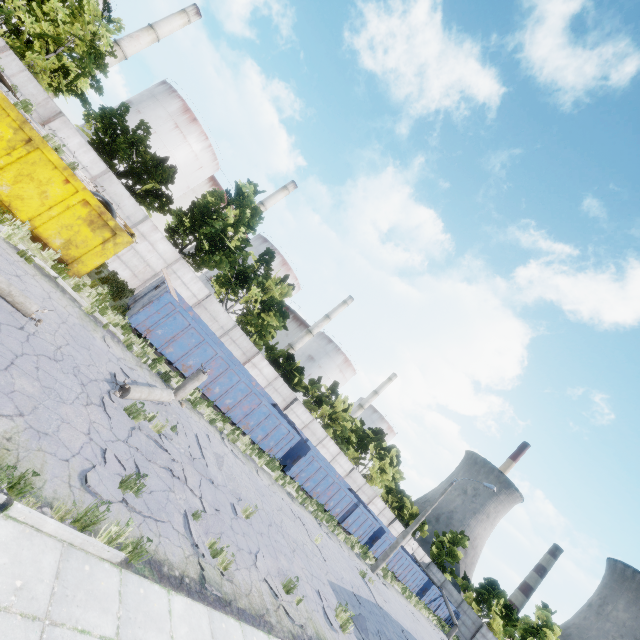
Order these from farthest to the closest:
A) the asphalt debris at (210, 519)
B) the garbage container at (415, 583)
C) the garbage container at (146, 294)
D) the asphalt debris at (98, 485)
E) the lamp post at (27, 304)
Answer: the garbage container at (415, 583)
the garbage container at (146, 294)
the asphalt debris at (210, 519)
the lamp post at (27, 304)
the asphalt debris at (98, 485)

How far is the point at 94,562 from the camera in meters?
4.5 m

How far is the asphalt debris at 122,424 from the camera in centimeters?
754cm

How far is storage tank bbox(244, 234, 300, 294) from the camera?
54.8 meters

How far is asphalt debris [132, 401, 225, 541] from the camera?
7.7m

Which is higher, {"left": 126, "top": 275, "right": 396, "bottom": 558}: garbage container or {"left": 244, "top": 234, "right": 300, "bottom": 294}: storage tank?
{"left": 244, "top": 234, "right": 300, "bottom": 294}: storage tank

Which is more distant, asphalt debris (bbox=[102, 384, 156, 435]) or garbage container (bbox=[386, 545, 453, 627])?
garbage container (bbox=[386, 545, 453, 627])

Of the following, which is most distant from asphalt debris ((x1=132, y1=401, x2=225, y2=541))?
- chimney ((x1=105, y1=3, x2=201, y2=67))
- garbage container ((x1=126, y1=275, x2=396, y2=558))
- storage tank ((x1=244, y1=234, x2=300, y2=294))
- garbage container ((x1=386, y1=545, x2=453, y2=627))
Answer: chimney ((x1=105, y1=3, x2=201, y2=67))
